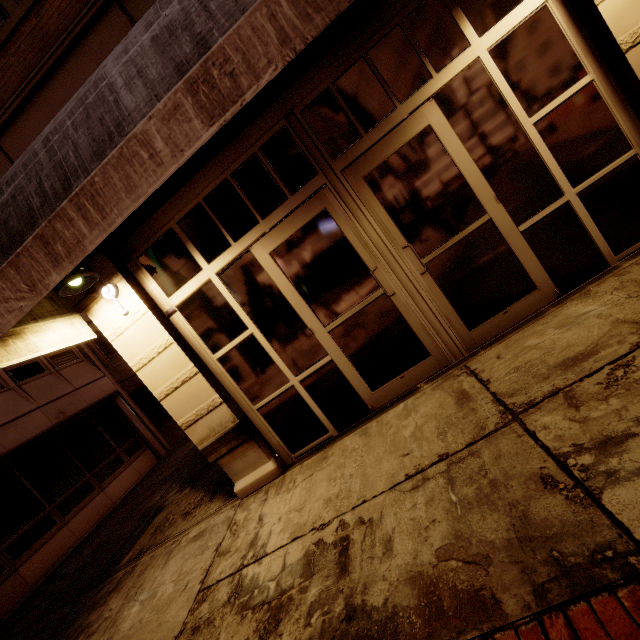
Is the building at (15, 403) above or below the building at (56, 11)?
below

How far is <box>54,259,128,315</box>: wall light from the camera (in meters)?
3.47

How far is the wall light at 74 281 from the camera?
3.5 meters

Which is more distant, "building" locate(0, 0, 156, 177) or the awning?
"building" locate(0, 0, 156, 177)

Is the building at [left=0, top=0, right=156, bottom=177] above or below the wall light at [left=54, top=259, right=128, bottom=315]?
above

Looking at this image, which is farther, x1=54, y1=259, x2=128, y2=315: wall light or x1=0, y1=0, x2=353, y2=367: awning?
x1=54, y1=259, x2=128, y2=315: wall light

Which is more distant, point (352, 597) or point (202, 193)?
Result: point (202, 193)
